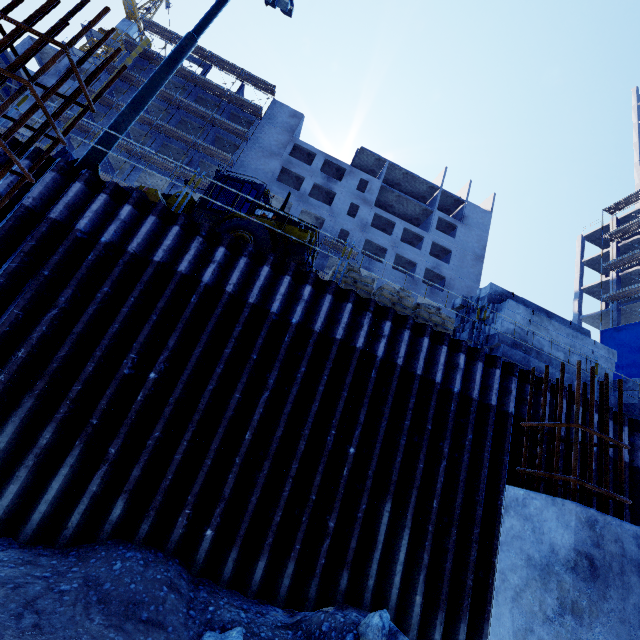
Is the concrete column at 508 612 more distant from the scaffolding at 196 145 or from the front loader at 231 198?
the scaffolding at 196 145

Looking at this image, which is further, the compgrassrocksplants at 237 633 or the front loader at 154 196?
the front loader at 154 196

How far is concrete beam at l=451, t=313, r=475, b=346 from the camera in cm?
1023

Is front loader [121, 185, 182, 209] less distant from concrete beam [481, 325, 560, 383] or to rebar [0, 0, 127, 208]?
concrete beam [481, 325, 560, 383]

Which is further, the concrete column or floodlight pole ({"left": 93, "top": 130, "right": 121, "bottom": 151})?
floodlight pole ({"left": 93, "top": 130, "right": 121, "bottom": 151})

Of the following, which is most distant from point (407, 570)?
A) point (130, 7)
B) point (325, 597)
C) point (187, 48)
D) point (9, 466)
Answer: point (130, 7)

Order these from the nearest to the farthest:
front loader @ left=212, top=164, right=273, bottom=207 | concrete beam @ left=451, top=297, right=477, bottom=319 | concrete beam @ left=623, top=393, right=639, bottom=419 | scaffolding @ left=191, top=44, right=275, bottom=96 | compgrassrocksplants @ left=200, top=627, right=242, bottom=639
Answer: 1. compgrassrocksplants @ left=200, top=627, right=242, bottom=639
2. concrete beam @ left=623, top=393, right=639, bottom=419
3. concrete beam @ left=451, top=297, right=477, bottom=319
4. front loader @ left=212, top=164, right=273, bottom=207
5. scaffolding @ left=191, top=44, right=275, bottom=96
